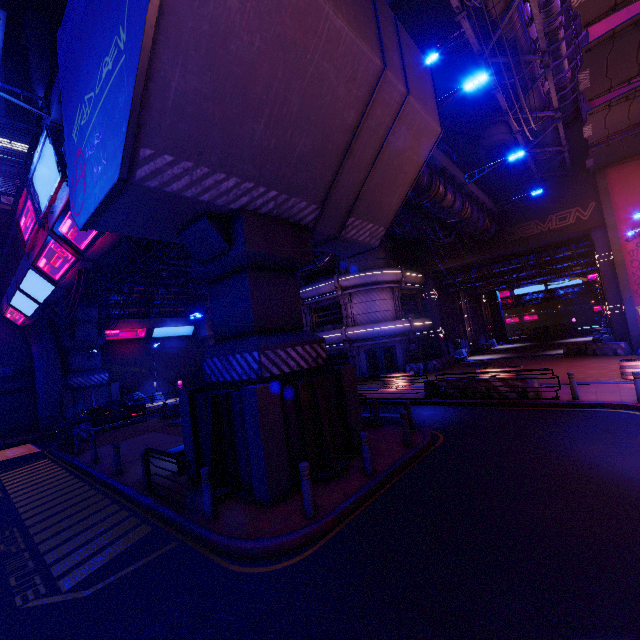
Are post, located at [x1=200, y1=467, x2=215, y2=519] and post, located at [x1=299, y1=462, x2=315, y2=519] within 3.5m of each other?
yes

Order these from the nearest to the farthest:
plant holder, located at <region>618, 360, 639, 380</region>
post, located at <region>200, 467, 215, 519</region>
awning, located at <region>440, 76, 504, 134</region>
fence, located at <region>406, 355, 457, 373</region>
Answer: post, located at <region>200, 467, 215, 519</region>
plant holder, located at <region>618, 360, 639, 380</region>
awning, located at <region>440, 76, 504, 134</region>
fence, located at <region>406, 355, 457, 373</region>

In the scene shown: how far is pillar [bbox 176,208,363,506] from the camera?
7.8m

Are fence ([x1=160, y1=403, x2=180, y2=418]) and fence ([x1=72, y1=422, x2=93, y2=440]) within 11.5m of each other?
yes

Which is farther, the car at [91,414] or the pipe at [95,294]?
the car at [91,414]

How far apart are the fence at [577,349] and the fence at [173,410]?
29.3m

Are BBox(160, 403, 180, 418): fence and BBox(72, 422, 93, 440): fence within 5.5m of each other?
yes

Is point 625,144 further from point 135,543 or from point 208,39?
point 135,543
